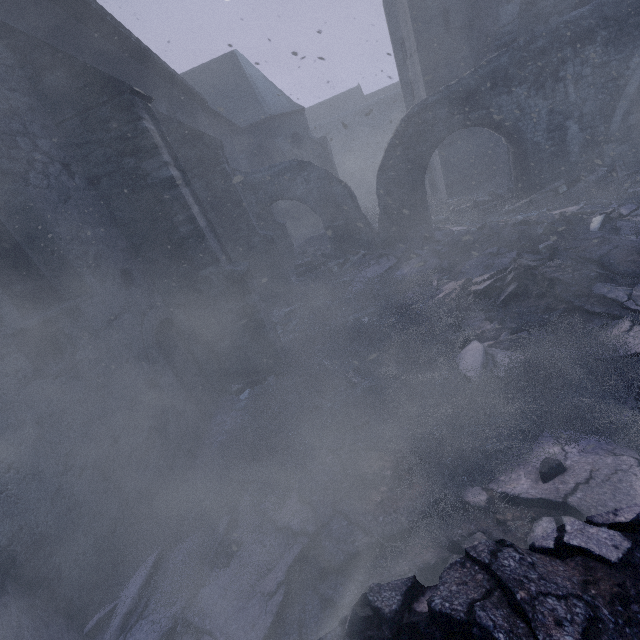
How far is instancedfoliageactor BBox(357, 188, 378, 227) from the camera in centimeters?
1773cm

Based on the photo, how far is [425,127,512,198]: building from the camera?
14.6m

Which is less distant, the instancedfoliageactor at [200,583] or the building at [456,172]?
the instancedfoliageactor at [200,583]

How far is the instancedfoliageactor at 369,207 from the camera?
17.73m

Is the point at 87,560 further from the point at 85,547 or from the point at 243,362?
the point at 243,362

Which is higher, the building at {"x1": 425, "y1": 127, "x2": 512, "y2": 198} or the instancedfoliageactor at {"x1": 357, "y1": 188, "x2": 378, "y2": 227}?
the building at {"x1": 425, "y1": 127, "x2": 512, "y2": 198}

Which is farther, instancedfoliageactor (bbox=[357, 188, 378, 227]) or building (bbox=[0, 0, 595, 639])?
instancedfoliageactor (bbox=[357, 188, 378, 227])
